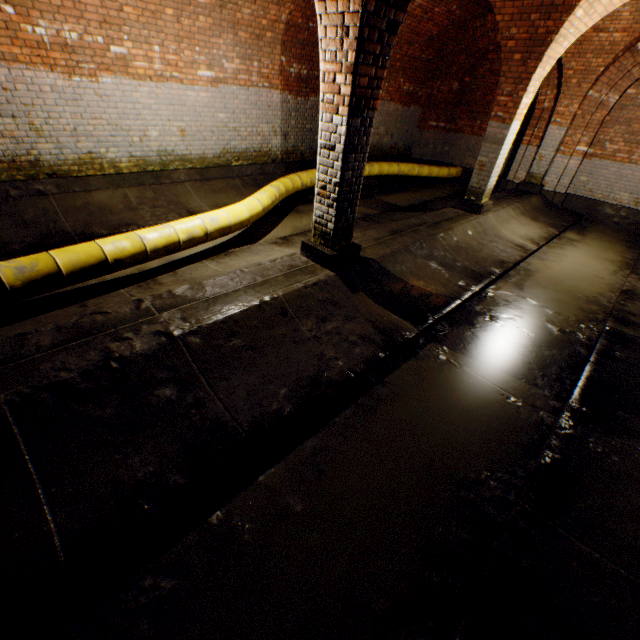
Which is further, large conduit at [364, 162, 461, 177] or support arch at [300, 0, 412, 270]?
large conduit at [364, 162, 461, 177]

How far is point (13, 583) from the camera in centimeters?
177cm

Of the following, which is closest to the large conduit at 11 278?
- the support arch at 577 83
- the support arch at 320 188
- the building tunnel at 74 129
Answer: the building tunnel at 74 129

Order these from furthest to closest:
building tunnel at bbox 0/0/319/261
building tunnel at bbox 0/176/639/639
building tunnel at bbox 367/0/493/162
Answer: building tunnel at bbox 367/0/493/162, building tunnel at bbox 0/0/319/261, building tunnel at bbox 0/176/639/639

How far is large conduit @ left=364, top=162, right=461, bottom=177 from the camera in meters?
10.3

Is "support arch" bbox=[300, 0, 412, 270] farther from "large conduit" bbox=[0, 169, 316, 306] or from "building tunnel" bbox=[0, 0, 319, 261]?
"large conduit" bbox=[0, 169, 316, 306]

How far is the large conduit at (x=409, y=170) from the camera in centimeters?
1027cm

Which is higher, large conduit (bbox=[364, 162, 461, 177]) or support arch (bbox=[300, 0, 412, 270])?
support arch (bbox=[300, 0, 412, 270])
